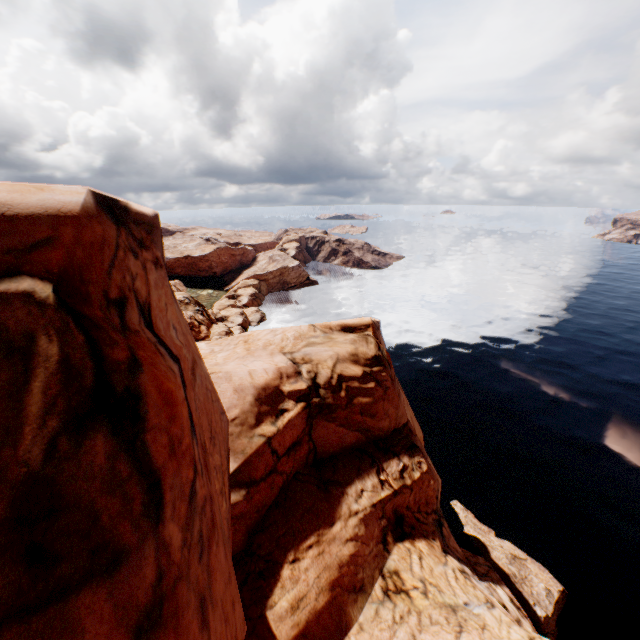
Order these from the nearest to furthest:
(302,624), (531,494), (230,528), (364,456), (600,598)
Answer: (230,528) → (302,624) → (364,456) → (600,598) → (531,494)
